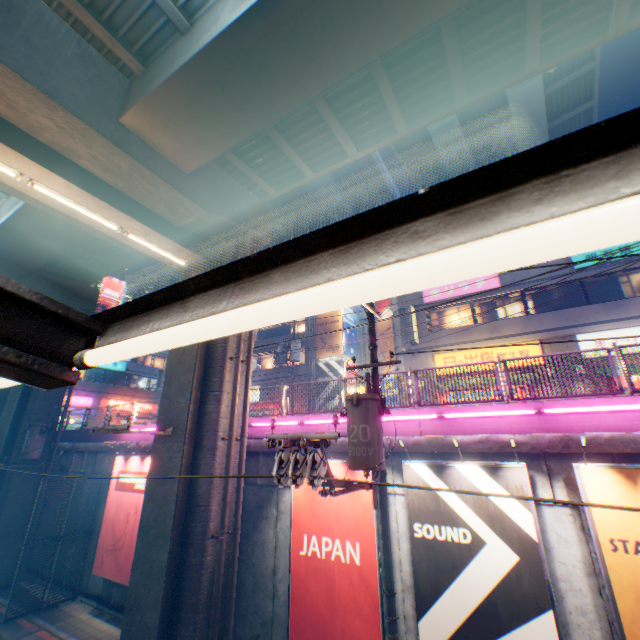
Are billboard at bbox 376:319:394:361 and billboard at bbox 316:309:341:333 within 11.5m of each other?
yes

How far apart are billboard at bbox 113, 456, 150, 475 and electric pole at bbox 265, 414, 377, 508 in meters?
9.8 m

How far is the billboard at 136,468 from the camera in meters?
13.3 m

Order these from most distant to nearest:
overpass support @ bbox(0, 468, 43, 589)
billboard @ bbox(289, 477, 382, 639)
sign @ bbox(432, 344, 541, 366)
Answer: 1. sign @ bbox(432, 344, 541, 366)
2. overpass support @ bbox(0, 468, 43, 589)
3. billboard @ bbox(289, 477, 382, 639)

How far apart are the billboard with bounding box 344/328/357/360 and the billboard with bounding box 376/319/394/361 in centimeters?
314cm

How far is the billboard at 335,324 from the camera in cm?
2741

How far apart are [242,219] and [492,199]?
11.94m

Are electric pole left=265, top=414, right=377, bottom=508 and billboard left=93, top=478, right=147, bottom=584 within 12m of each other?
yes
